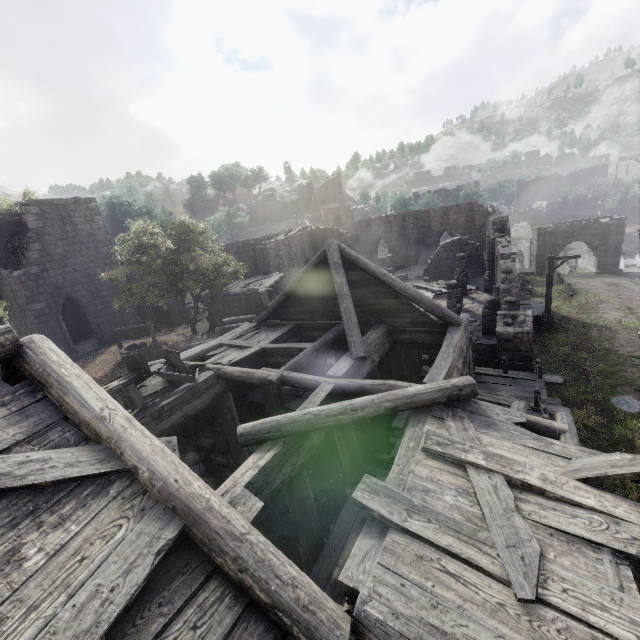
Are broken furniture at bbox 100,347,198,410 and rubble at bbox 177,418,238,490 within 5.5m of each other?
yes

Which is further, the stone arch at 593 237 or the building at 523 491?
the stone arch at 593 237

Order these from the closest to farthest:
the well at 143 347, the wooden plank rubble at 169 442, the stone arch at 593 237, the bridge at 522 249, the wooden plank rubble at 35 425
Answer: the wooden plank rubble at 35 425
the wooden plank rubble at 169 442
the well at 143 347
the stone arch at 593 237
the bridge at 522 249

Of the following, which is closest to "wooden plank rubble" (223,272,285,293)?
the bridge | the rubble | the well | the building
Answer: the building

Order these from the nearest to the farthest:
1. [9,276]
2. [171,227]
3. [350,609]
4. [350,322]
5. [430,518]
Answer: [350,609], [430,518], [350,322], [9,276], [171,227]

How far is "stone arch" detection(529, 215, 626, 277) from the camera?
33.31m

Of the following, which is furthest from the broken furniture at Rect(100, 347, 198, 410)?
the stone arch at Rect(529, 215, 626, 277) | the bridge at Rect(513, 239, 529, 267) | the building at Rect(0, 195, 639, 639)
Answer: the bridge at Rect(513, 239, 529, 267)

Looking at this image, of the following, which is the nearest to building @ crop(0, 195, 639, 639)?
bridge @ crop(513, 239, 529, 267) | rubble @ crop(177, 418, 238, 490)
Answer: rubble @ crop(177, 418, 238, 490)
